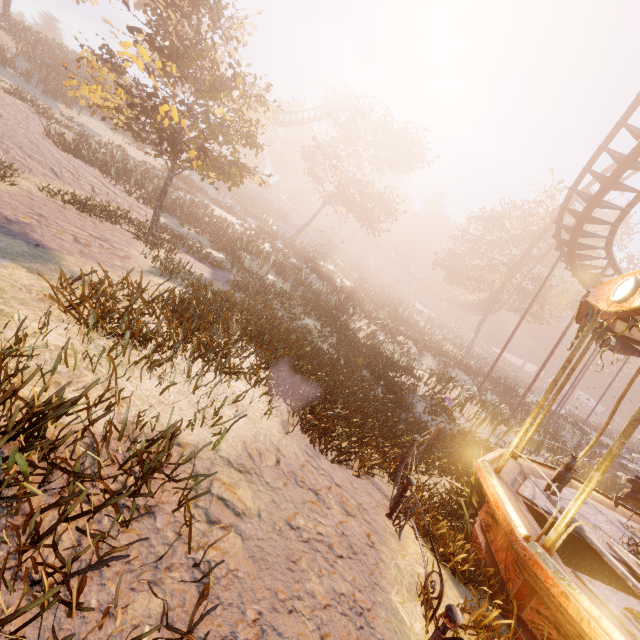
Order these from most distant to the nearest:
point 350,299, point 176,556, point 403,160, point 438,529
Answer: point 403,160 → point 350,299 → point 438,529 → point 176,556

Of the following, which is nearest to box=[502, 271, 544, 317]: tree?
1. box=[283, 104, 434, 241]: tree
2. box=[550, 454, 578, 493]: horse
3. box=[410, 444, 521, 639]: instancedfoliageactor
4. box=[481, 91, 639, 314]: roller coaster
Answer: box=[481, 91, 639, 314]: roller coaster

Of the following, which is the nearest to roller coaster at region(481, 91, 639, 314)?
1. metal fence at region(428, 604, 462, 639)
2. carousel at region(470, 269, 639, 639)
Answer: carousel at region(470, 269, 639, 639)

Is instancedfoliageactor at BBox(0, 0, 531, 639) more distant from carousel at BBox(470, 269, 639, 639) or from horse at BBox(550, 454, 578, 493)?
horse at BBox(550, 454, 578, 493)

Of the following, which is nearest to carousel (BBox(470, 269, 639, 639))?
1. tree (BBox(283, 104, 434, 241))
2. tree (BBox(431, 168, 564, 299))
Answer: tree (BBox(283, 104, 434, 241))

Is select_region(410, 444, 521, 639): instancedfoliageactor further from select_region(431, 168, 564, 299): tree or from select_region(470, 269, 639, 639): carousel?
select_region(431, 168, 564, 299): tree

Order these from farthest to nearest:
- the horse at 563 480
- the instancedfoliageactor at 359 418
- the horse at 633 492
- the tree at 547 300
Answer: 1. the tree at 547 300
2. the horse at 633 492
3. the horse at 563 480
4. the instancedfoliageactor at 359 418

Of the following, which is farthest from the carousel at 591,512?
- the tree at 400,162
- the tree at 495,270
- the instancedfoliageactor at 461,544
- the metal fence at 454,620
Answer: the tree at 495,270
